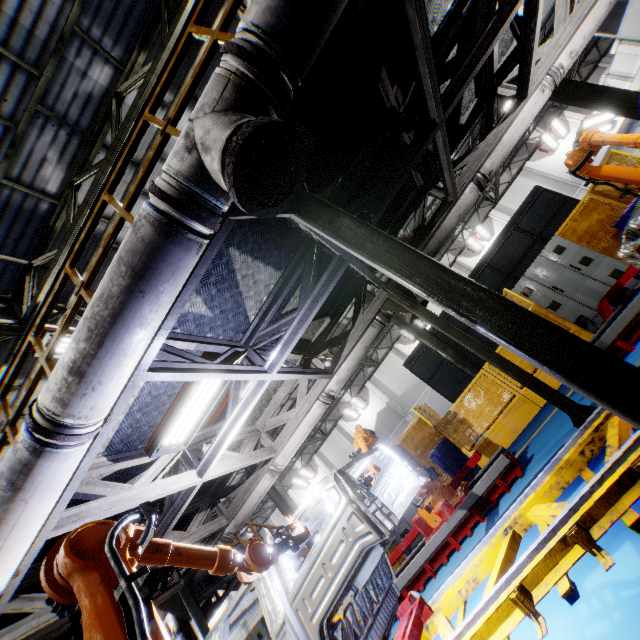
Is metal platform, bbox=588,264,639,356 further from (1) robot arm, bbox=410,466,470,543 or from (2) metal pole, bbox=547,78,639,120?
(2) metal pole, bbox=547,78,639,120

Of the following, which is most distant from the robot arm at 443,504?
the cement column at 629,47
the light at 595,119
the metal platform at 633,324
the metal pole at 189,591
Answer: the light at 595,119

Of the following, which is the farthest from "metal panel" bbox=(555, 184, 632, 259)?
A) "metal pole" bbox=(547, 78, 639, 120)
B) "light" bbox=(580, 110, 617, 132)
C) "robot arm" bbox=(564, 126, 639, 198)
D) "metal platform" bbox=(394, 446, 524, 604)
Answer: "light" bbox=(580, 110, 617, 132)

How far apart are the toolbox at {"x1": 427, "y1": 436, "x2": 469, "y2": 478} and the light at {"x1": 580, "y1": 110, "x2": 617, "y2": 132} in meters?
17.5 m

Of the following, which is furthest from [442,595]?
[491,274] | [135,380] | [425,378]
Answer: [491,274]

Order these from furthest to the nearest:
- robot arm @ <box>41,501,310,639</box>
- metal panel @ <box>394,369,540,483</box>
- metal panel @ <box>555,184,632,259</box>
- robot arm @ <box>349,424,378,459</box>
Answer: metal panel @ <box>555,184,632,259</box> < metal panel @ <box>394,369,540,483</box> < robot arm @ <box>349,424,378,459</box> < robot arm @ <box>41,501,310,639</box>

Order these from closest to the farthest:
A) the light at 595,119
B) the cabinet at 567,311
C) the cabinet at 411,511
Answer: the cabinet at 567,311 < the cabinet at 411,511 < the light at 595,119

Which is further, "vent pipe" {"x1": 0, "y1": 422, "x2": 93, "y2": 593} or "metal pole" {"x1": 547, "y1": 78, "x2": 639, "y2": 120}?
"metal pole" {"x1": 547, "y1": 78, "x2": 639, "y2": 120}
